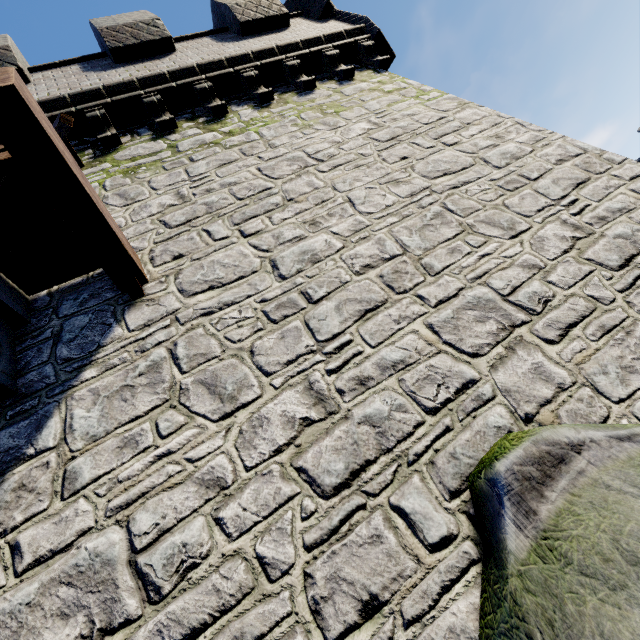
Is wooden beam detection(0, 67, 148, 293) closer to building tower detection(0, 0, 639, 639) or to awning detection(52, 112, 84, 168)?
building tower detection(0, 0, 639, 639)

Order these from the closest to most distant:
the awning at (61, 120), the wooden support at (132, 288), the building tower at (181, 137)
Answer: the building tower at (181, 137)
the wooden support at (132, 288)
the awning at (61, 120)

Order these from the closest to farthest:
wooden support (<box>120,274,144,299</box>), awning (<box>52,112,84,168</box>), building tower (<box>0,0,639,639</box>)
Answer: building tower (<box>0,0,639,639</box>)
wooden support (<box>120,274,144,299</box>)
awning (<box>52,112,84,168</box>)

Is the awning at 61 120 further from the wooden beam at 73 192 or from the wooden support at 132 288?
the wooden support at 132 288

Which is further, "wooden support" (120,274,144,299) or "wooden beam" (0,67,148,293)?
"wooden support" (120,274,144,299)

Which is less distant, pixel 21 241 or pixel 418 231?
pixel 21 241

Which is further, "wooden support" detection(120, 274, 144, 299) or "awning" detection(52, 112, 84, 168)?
"awning" detection(52, 112, 84, 168)

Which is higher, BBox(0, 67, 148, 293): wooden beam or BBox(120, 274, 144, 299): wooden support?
BBox(0, 67, 148, 293): wooden beam
